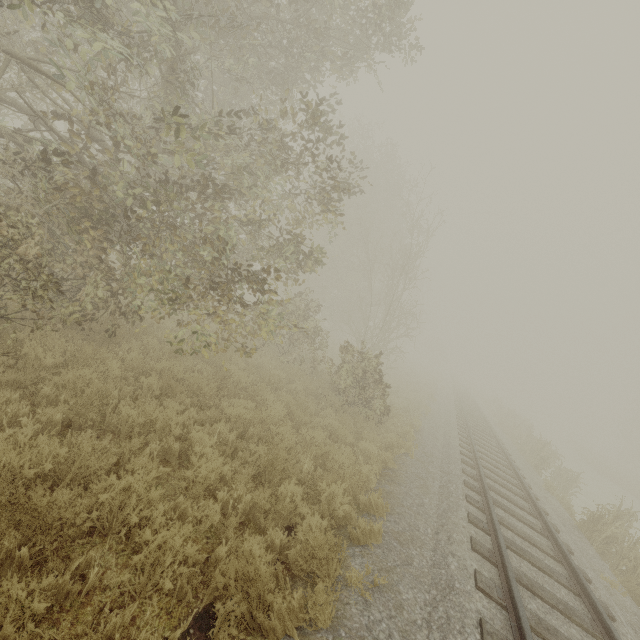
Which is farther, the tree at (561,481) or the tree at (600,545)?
the tree at (561,481)

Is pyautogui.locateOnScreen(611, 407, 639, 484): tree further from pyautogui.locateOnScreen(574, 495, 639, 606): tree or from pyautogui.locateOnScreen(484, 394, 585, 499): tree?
pyautogui.locateOnScreen(574, 495, 639, 606): tree

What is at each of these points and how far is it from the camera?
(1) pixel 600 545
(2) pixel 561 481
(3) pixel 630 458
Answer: (1) tree, 9.48m
(2) tree, 15.34m
(3) tree, 43.72m

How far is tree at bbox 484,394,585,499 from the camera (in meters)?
15.34

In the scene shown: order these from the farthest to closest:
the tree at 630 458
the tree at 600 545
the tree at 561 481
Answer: the tree at 630 458 → the tree at 561 481 → the tree at 600 545

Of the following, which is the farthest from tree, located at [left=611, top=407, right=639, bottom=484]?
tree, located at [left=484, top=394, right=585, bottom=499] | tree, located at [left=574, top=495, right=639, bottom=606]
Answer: tree, located at [left=574, top=495, right=639, bottom=606]

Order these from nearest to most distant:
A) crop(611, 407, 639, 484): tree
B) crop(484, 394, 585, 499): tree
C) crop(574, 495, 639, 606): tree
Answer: crop(574, 495, 639, 606): tree → crop(484, 394, 585, 499): tree → crop(611, 407, 639, 484): tree
